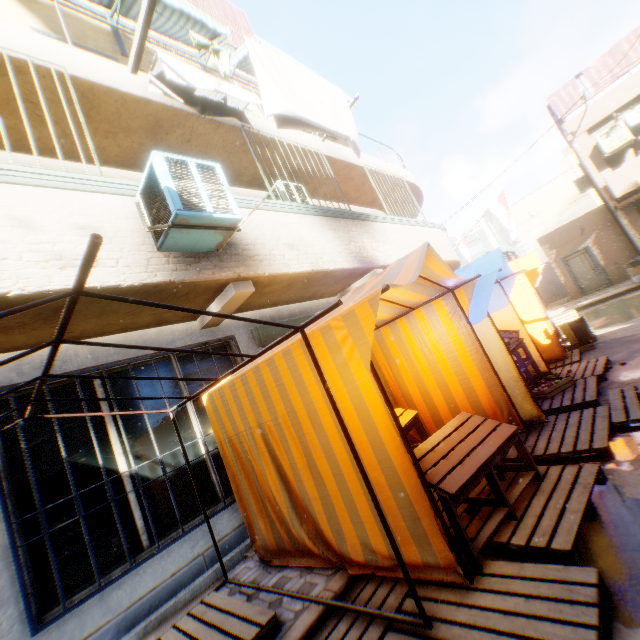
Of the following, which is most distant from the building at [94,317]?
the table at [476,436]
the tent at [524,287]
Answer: the table at [476,436]

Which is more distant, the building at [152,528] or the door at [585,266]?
the door at [585,266]

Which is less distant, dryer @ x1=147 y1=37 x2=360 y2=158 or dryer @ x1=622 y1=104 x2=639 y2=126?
dryer @ x1=147 y1=37 x2=360 y2=158

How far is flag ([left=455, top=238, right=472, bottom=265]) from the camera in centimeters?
1497cm

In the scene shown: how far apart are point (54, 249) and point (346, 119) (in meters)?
5.15

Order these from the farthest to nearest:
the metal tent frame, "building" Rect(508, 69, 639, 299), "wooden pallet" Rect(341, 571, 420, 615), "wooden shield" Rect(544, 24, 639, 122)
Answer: "building" Rect(508, 69, 639, 299) → "wooden shield" Rect(544, 24, 639, 122) → "wooden pallet" Rect(341, 571, 420, 615) → the metal tent frame

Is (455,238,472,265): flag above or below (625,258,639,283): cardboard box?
above

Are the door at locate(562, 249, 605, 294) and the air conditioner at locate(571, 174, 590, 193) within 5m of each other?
yes
